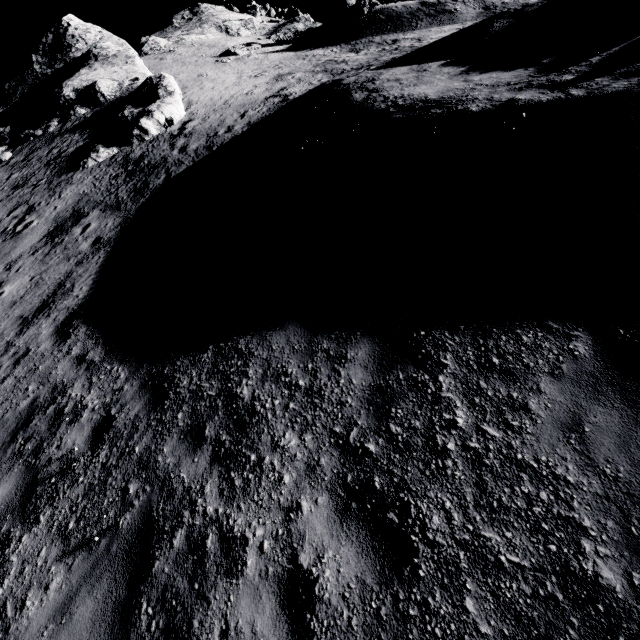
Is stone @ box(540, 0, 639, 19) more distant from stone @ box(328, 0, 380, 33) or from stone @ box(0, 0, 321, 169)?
stone @ box(328, 0, 380, 33)

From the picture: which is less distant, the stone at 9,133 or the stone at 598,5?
the stone at 598,5

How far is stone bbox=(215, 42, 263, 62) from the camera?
33.2 meters

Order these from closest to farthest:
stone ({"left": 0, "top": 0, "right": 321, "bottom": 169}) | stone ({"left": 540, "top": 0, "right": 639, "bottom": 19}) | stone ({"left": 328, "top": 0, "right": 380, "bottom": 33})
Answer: stone ({"left": 540, "top": 0, "right": 639, "bottom": 19})
stone ({"left": 0, "top": 0, "right": 321, "bottom": 169})
stone ({"left": 328, "top": 0, "right": 380, "bottom": 33})

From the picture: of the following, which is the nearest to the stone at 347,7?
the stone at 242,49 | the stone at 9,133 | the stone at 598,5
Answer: the stone at 242,49

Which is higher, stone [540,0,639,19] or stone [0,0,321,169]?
stone [0,0,321,169]

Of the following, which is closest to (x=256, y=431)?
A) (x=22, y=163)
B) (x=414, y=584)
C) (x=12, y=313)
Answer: (x=414, y=584)

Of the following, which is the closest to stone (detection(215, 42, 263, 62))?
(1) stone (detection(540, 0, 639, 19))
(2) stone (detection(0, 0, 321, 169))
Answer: (2) stone (detection(0, 0, 321, 169))
